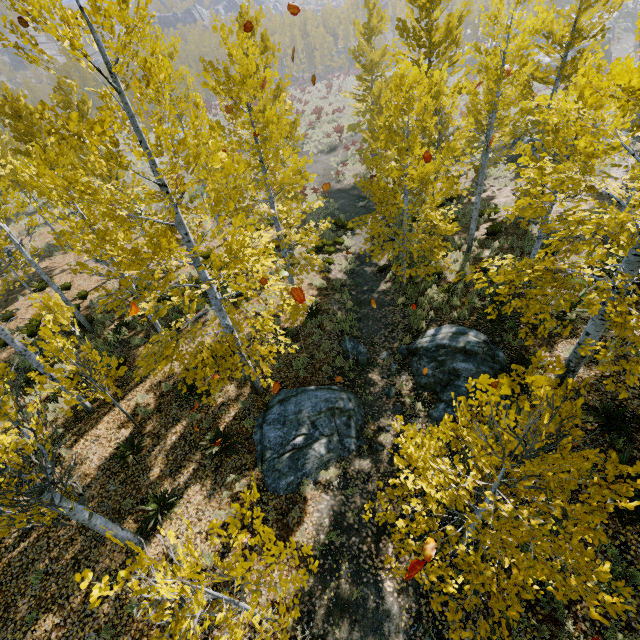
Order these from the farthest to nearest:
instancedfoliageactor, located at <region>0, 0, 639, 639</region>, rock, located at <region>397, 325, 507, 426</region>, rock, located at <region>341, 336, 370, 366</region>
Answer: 1. rock, located at <region>341, 336, 370, 366</region>
2. rock, located at <region>397, 325, 507, 426</region>
3. instancedfoliageactor, located at <region>0, 0, 639, 639</region>

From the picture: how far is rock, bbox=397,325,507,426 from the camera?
8.59m

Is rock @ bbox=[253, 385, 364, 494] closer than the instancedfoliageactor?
No

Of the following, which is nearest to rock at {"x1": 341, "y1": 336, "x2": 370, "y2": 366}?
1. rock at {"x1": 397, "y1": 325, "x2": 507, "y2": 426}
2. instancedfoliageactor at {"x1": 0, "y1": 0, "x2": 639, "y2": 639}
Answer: instancedfoliageactor at {"x1": 0, "y1": 0, "x2": 639, "y2": 639}

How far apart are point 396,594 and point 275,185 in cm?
1176

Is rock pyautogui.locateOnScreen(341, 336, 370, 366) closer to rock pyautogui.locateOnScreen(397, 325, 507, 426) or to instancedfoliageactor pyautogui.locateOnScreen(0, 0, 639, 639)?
instancedfoliageactor pyautogui.locateOnScreen(0, 0, 639, 639)

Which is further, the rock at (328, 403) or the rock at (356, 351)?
the rock at (356, 351)
